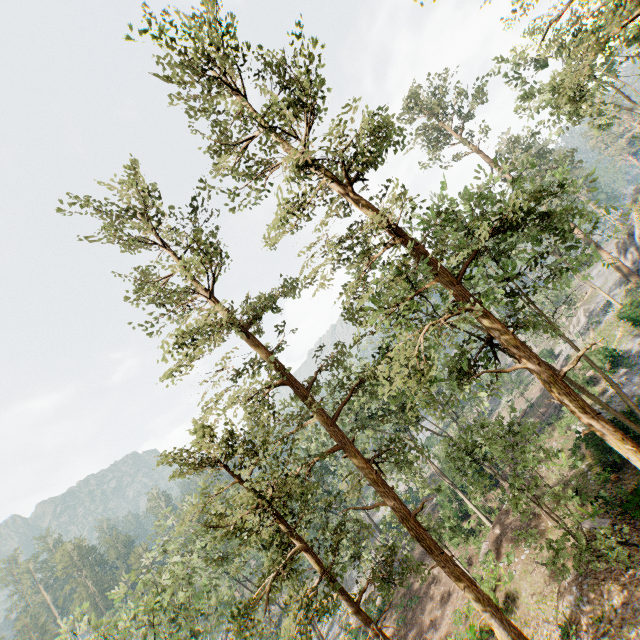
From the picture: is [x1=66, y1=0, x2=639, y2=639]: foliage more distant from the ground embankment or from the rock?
the ground embankment

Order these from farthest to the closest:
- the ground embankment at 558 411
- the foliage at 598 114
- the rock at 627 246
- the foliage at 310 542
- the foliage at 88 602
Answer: the rock at 627 246 < the ground embankment at 558 411 < the foliage at 88 602 < the foliage at 598 114 < the foliage at 310 542

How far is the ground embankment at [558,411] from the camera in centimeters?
2999cm

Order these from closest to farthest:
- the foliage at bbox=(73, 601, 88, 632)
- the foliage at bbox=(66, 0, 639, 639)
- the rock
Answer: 1. the foliage at bbox=(66, 0, 639, 639)
2. the foliage at bbox=(73, 601, 88, 632)
3. the rock

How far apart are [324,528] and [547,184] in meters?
17.5

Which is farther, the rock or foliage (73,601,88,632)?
the rock
